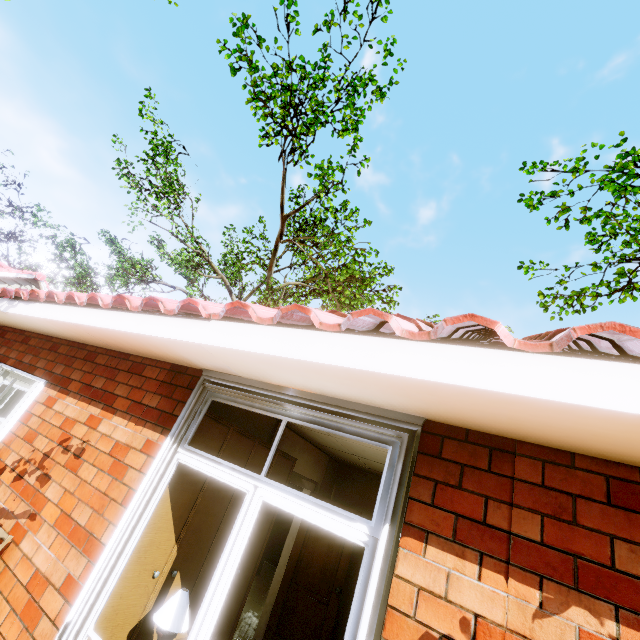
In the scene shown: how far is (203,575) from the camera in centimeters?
318cm

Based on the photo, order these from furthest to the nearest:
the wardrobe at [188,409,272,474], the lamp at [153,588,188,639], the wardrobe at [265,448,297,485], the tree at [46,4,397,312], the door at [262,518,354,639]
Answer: the tree at [46,4,397,312]
the door at [262,518,354,639]
the wardrobe at [265,448,297,485]
the wardrobe at [188,409,272,474]
the lamp at [153,588,188,639]

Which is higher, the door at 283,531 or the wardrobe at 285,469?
the wardrobe at 285,469

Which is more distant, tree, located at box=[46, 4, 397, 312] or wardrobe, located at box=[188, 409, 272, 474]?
tree, located at box=[46, 4, 397, 312]

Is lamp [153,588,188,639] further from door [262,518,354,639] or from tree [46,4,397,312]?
tree [46,4,397,312]

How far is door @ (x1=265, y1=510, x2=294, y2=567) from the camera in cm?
928

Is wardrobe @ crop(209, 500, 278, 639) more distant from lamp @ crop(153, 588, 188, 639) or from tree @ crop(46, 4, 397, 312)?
tree @ crop(46, 4, 397, 312)

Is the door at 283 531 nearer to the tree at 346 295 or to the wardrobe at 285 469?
the tree at 346 295
